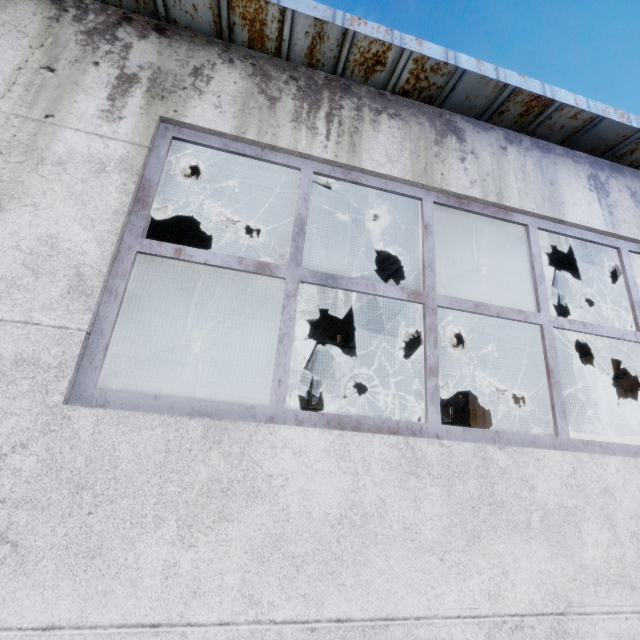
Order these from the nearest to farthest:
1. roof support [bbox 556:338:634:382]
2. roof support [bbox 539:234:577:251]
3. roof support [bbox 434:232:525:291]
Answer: roof support [bbox 539:234:577:251] < roof support [bbox 434:232:525:291] < roof support [bbox 556:338:634:382]

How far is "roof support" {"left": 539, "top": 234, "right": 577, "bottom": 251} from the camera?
4.3 meters

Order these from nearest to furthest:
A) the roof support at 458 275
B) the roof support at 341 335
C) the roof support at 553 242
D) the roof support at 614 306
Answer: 1. the roof support at 553 242
2. the roof support at 458 275
3. the roof support at 614 306
4. the roof support at 341 335

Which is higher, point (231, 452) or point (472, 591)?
point (231, 452)

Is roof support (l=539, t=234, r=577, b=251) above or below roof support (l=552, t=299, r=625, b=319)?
below

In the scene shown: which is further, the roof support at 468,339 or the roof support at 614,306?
the roof support at 468,339
